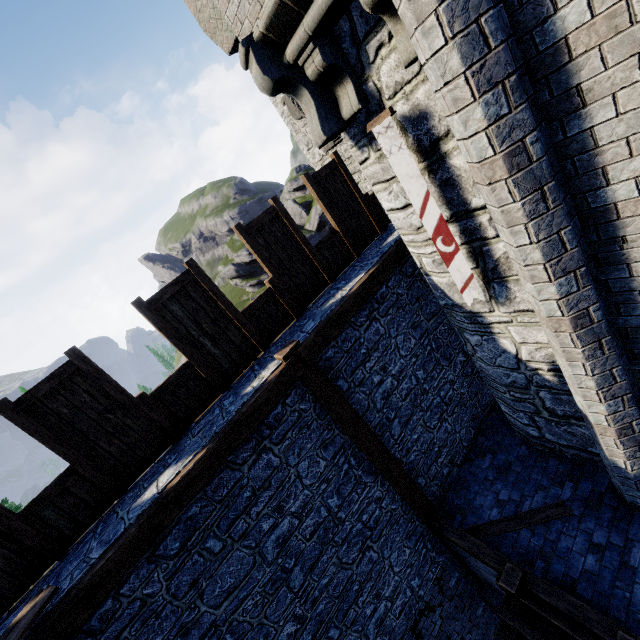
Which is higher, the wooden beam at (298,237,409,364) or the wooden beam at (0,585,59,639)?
the wooden beam at (0,585,59,639)

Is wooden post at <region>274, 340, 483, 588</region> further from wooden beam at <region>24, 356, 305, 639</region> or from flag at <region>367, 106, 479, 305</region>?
flag at <region>367, 106, 479, 305</region>

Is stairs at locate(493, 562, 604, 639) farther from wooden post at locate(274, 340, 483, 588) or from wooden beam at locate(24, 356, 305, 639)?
wooden beam at locate(24, 356, 305, 639)

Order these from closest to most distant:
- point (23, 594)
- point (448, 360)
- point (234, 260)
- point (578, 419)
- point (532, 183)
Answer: point (532, 183)
point (23, 594)
point (578, 419)
point (448, 360)
point (234, 260)

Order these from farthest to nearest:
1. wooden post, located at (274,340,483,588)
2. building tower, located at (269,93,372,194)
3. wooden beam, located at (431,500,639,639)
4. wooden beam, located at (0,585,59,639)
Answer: building tower, located at (269,93,372,194) → wooden post, located at (274,340,483,588) → wooden beam, located at (431,500,639,639) → wooden beam, located at (0,585,59,639)

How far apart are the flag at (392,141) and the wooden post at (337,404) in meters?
2.4

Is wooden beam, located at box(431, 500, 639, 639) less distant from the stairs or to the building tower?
the stairs

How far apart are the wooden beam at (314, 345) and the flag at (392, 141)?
1.6m
